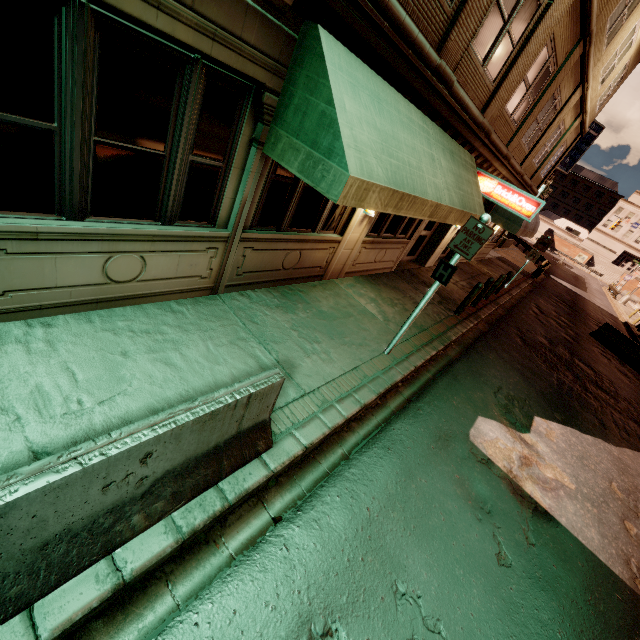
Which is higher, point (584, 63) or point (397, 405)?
point (584, 63)

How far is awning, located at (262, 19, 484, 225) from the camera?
3.7 meters

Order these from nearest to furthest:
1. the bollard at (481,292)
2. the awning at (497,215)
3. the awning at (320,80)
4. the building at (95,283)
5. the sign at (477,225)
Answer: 1. the building at (95,283)
2. the awning at (320,80)
3. the sign at (477,225)
4. the bollard at (481,292)
5. the awning at (497,215)

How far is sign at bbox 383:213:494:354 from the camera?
5.1 meters

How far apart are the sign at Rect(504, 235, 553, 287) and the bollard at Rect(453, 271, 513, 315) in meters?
6.8 m

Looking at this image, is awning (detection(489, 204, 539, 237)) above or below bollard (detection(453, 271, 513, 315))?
above

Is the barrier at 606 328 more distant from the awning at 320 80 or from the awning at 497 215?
the awning at 320 80

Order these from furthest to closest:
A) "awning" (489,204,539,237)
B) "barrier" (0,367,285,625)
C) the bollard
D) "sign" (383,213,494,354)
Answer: "awning" (489,204,539,237) < the bollard < "sign" (383,213,494,354) < "barrier" (0,367,285,625)
